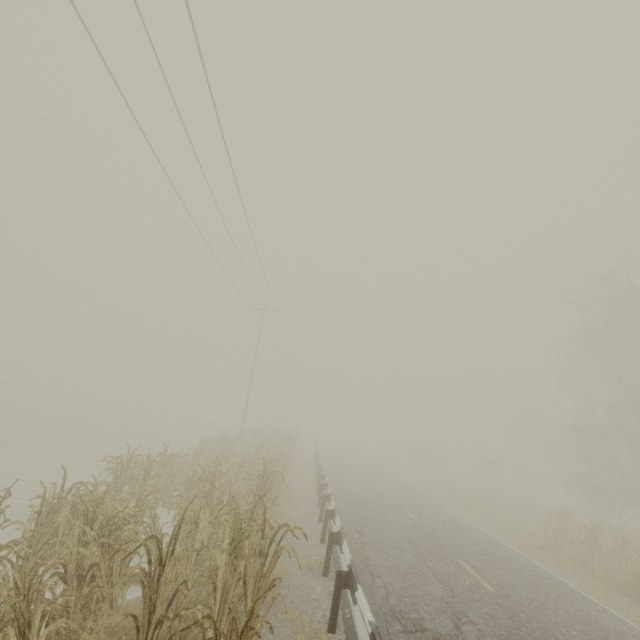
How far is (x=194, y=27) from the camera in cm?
691

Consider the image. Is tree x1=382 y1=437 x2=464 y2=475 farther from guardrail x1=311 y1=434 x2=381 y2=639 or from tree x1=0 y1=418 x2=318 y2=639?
tree x1=0 y1=418 x2=318 y2=639

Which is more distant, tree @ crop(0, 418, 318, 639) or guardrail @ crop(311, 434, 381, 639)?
guardrail @ crop(311, 434, 381, 639)

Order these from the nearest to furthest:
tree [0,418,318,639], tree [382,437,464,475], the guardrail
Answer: tree [0,418,318,639] < the guardrail < tree [382,437,464,475]

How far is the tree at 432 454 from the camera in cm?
3933

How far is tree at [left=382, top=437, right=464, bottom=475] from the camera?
39.33m

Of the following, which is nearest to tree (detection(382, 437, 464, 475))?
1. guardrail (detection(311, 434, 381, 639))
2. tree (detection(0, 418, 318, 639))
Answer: guardrail (detection(311, 434, 381, 639))

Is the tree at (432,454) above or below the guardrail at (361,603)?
above
